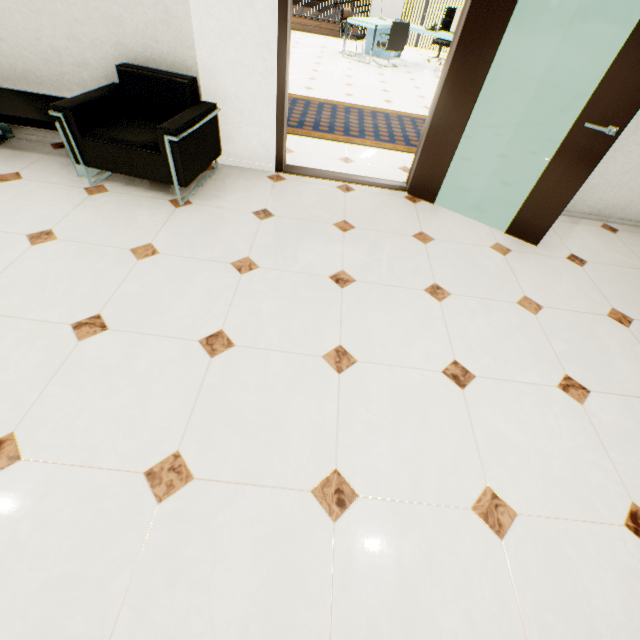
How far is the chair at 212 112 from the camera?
2.6 meters

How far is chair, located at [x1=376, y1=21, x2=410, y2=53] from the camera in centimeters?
753cm

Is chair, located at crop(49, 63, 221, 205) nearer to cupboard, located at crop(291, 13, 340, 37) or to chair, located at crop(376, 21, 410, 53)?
chair, located at crop(376, 21, 410, 53)

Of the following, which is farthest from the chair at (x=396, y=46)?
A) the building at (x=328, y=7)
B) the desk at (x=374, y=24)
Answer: the building at (x=328, y=7)

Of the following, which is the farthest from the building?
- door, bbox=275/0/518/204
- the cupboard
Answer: door, bbox=275/0/518/204

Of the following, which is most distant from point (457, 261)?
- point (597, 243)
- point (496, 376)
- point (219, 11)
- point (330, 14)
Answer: point (330, 14)

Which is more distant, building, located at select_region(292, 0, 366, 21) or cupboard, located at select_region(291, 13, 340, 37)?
building, located at select_region(292, 0, 366, 21)

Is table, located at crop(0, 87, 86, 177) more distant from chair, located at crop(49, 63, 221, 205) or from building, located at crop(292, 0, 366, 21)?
building, located at crop(292, 0, 366, 21)
